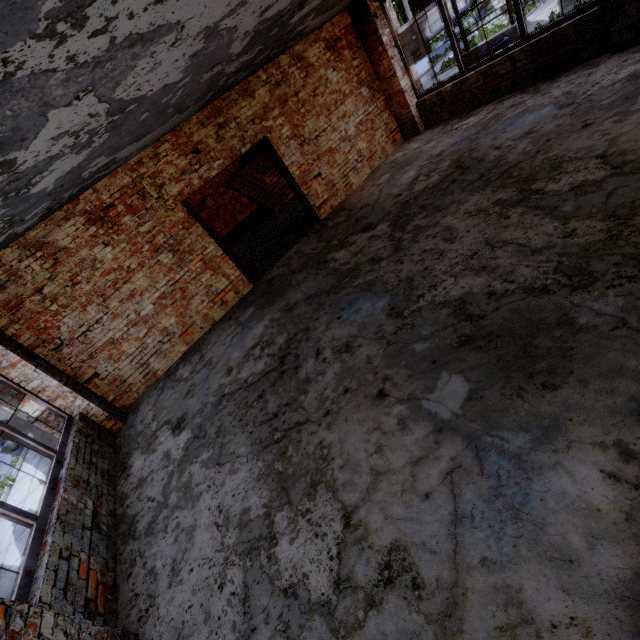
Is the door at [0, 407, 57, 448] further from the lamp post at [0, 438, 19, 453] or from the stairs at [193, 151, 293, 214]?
the lamp post at [0, 438, 19, 453]

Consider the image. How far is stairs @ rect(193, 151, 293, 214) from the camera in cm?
1270

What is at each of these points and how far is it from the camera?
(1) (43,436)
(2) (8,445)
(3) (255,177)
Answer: (1) door, 6.31m
(2) lamp post, 13.12m
(3) stairs, 13.48m

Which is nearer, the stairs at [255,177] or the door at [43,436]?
the door at [43,436]

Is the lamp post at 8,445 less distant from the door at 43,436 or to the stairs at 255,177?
the stairs at 255,177

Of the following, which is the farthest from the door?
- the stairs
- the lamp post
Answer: the lamp post

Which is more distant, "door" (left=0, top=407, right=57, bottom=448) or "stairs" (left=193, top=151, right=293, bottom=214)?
"stairs" (left=193, top=151, right=293, bottom=214)
